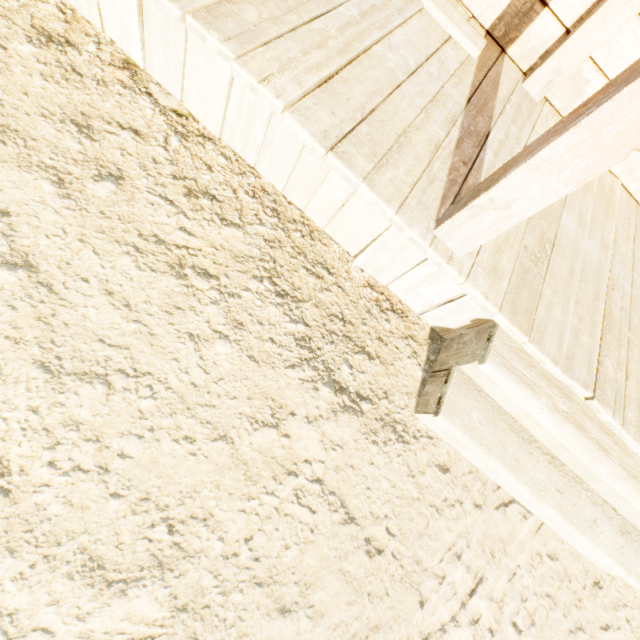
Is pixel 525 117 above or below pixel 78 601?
above
